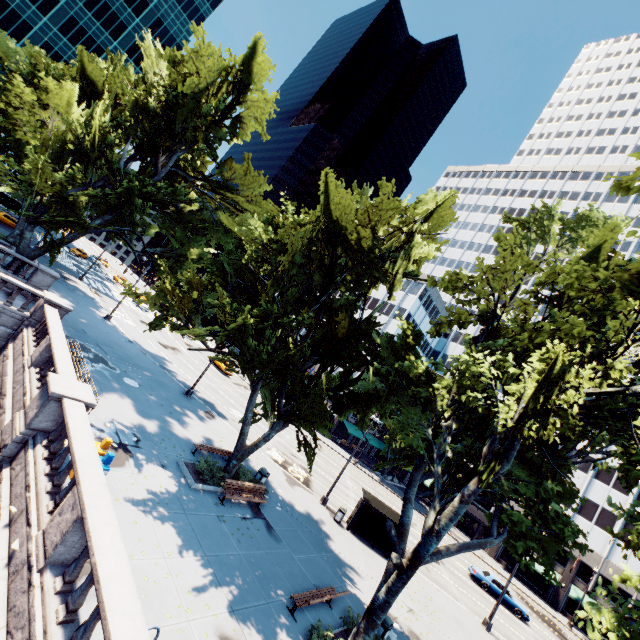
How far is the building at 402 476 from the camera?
57.56m

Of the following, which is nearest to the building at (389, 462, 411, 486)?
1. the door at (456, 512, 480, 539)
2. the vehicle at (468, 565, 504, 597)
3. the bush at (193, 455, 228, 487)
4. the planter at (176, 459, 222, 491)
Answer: the door at (456, 512, 480, 539)

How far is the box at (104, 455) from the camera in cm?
1026

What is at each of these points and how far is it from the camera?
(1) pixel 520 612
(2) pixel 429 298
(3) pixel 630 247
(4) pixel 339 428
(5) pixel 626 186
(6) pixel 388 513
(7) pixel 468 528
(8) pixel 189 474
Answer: (1) vehicle, 28.1m
(2) building, 59.1m
(3) building, 57.0m
(4) building, 54.5m
(5) tree, 6.4m
(6) bus stop, 21.9m
(7) door, 50.1m
(8) planter, 14.9m

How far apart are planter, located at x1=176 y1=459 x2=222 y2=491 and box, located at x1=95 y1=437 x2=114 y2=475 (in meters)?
4.57

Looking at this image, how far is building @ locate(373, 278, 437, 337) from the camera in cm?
5585

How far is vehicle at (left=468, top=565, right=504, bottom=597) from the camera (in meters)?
28.95
